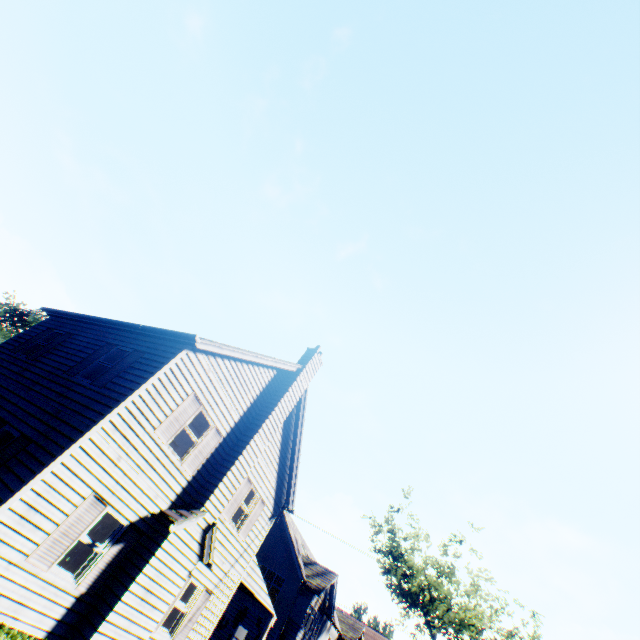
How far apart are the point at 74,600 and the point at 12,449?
4.1m

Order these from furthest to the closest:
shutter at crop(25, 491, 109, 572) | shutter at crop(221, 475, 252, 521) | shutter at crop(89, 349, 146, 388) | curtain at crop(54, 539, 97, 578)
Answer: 1. shutter at crop(221, 475, 252, 521)
2. shutter at crop(89, 349, 146, 388)
3. curtain at crop(54, 539, 97, 578)
4. shutter at crop(25, 491, 109, 572)

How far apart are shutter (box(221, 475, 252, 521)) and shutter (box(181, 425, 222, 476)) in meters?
2.5

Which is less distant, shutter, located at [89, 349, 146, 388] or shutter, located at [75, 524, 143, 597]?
shutter, located at [75, 524, 143, 597]

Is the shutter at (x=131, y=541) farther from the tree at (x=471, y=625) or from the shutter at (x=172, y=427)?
the tree at (x=471, y=625)

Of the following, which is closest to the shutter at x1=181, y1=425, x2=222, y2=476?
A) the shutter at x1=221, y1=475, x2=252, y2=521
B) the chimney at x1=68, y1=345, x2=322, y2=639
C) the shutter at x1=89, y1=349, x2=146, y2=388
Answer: the chimney at x1=68, y1=345, x2=322, y2=639

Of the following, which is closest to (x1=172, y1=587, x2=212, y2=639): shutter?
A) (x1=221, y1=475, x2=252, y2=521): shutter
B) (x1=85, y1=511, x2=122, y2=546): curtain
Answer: (x1=221, y1=475, x2=252, y2=521): shutter

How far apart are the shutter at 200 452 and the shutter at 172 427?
1.06m
